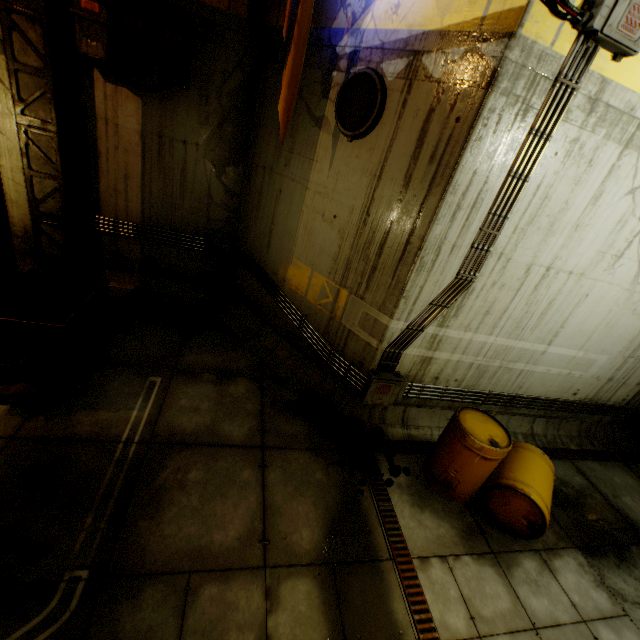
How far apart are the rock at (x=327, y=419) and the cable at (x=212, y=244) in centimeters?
387cm

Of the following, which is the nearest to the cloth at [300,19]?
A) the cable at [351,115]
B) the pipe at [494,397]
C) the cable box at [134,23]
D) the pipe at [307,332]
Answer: the cable at [351,115]

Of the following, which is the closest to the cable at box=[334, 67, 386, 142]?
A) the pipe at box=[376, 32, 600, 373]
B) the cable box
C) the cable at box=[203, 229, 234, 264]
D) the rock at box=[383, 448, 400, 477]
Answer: the pipe at box=[376, 32, 600, 373]

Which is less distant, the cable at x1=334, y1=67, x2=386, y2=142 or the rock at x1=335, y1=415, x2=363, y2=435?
the cable at x1=334, y1=67, x2=386, y2=142

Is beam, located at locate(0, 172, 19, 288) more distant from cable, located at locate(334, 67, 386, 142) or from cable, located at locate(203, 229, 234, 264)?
cable, located at locate(334, 67, 386, 142)

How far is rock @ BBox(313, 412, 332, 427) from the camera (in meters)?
5.32

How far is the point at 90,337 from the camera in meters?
4.5 m

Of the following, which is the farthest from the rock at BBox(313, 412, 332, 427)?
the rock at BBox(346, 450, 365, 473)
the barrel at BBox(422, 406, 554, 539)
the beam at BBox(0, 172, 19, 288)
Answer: the beam at BBox(0, 172, 19, 288)
